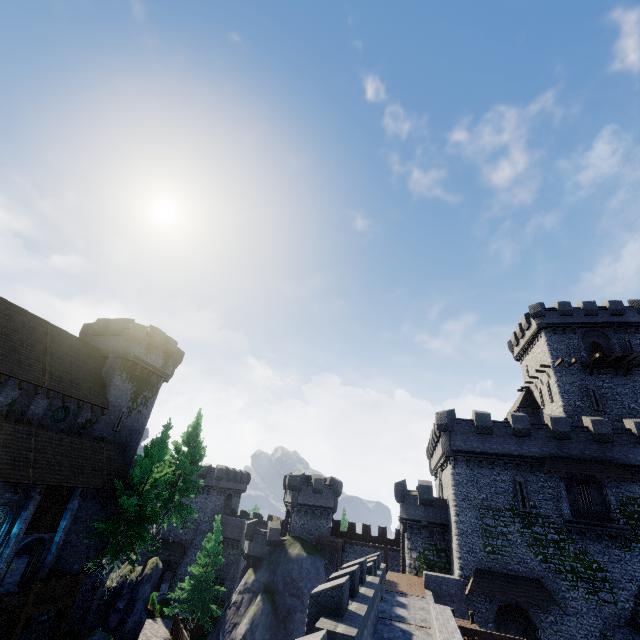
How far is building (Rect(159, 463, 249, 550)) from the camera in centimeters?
4900cm

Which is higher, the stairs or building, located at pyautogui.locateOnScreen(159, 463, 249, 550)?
building, located at pyautogui.locateOnScreen(159, 463, 249, 550)

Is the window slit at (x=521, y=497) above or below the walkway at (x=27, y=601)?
above

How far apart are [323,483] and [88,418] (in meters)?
27.55

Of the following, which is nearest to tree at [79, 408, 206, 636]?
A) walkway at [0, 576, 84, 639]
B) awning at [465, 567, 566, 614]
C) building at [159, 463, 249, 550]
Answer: walkway at [0, 576, 84, 639]

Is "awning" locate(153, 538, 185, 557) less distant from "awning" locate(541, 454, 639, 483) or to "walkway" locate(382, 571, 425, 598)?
"walkway" locate(382, 571, 425, 598)

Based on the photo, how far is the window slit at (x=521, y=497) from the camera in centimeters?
2584cm

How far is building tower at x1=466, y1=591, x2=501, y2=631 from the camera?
23.2 meters
